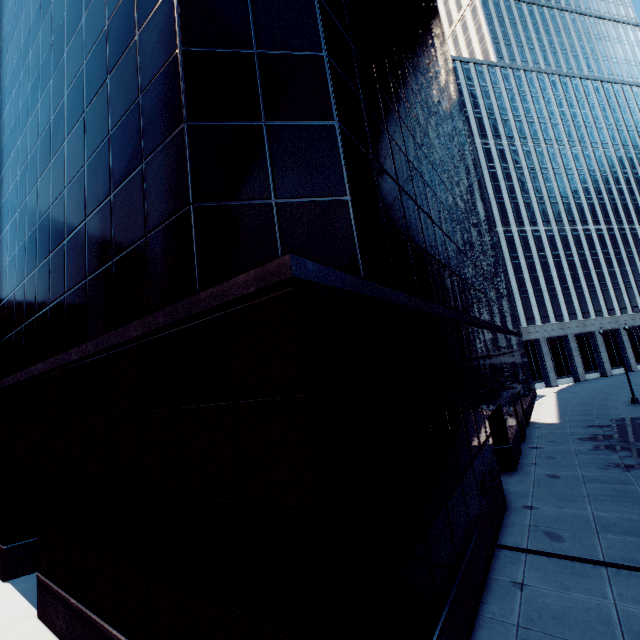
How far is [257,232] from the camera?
6.9m
